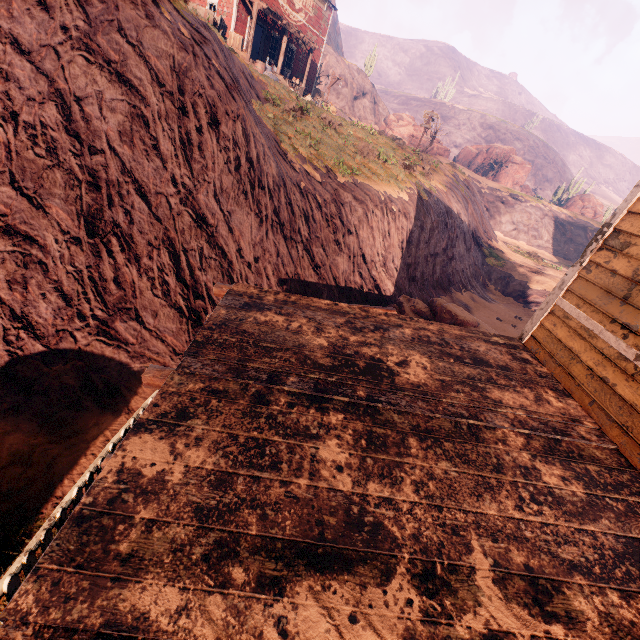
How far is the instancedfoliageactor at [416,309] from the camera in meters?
11.5 m

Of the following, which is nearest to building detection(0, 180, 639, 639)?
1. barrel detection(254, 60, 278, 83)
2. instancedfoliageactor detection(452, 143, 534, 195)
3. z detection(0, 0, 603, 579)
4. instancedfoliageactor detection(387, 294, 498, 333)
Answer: z detection(0, 0, 603, 579)

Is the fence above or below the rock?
below

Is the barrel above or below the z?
above

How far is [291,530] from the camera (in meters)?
1.94

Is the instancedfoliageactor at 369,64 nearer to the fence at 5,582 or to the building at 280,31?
the building at 280,31

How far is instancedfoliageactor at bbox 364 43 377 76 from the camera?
46.38m

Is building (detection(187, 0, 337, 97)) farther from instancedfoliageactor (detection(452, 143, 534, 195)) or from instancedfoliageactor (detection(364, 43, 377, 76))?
instancedfoliageactor (detection(364, 43, 377, 76))
